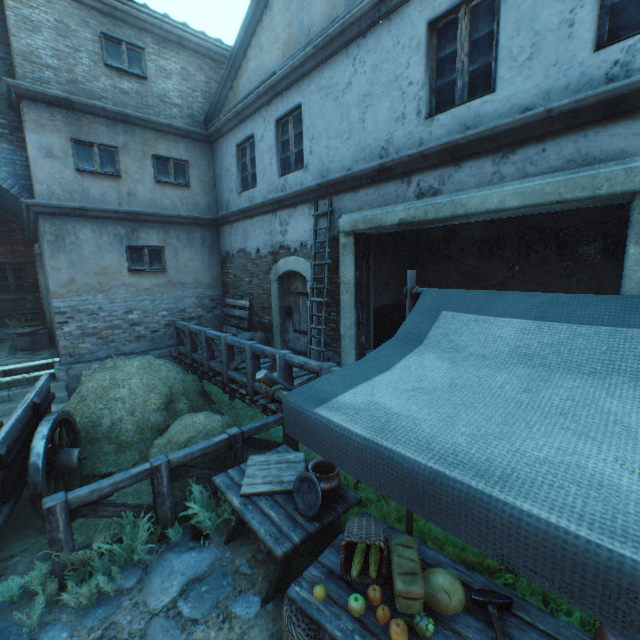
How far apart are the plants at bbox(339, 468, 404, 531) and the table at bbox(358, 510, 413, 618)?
0.4m

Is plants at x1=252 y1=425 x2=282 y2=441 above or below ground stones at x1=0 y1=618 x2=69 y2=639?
above

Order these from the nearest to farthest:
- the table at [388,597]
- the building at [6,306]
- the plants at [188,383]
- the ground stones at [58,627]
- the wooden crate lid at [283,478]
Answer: the table at [388,597] < the ground stones at [58,627] < the wooden crate lid at [283,478] < the plants at [188,383] < the building at [6,306]

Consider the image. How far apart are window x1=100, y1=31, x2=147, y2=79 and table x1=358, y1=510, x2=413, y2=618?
11.4 meters

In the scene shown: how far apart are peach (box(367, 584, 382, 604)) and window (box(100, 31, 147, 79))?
11.8m

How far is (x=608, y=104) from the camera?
3.3 meters

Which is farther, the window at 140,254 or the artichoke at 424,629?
the window at 140,254

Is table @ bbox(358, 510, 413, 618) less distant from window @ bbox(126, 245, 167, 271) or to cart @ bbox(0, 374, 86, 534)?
cart @ bbox(0, 374, 86, 534)
